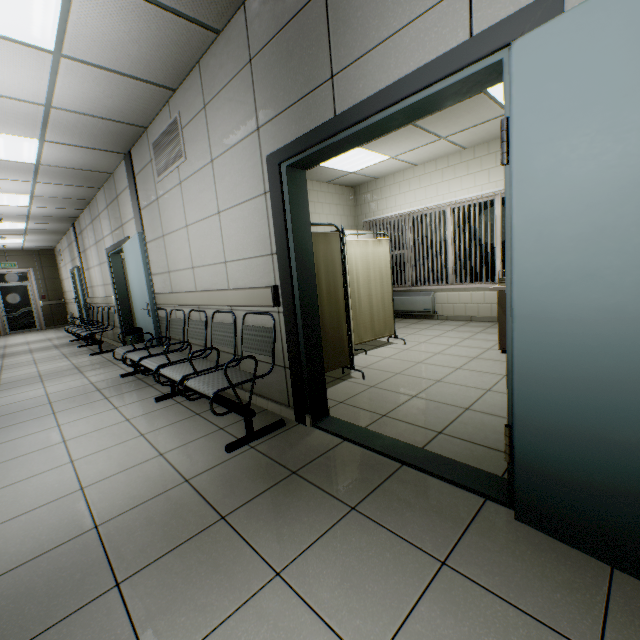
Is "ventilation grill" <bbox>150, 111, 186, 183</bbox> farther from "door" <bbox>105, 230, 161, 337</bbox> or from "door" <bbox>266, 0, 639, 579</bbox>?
"door" <bbox>266, 0, 639, 579</bbox>

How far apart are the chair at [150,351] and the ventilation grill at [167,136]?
1.7m

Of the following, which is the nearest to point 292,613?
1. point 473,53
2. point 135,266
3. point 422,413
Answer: point 422,413

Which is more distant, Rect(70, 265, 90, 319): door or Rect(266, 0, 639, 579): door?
Rect(70, 265, 90, 319): door

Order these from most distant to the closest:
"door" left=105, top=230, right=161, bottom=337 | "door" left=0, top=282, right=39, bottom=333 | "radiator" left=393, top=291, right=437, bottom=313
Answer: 1. "door" left=0, top=282, right=39, bottom=333
2. "radiator" left=393, top=291, right=437, bottom=313
3. "door" left=105, top=230, right=161, bottom=337

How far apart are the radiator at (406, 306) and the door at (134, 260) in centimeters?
504cm

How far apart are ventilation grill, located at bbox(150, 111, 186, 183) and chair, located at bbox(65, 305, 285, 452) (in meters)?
1.68

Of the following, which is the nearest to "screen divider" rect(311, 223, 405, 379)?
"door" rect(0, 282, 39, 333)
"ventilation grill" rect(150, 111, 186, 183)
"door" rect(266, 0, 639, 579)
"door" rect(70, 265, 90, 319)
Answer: "door" rect(266, 0, 639, 579)
